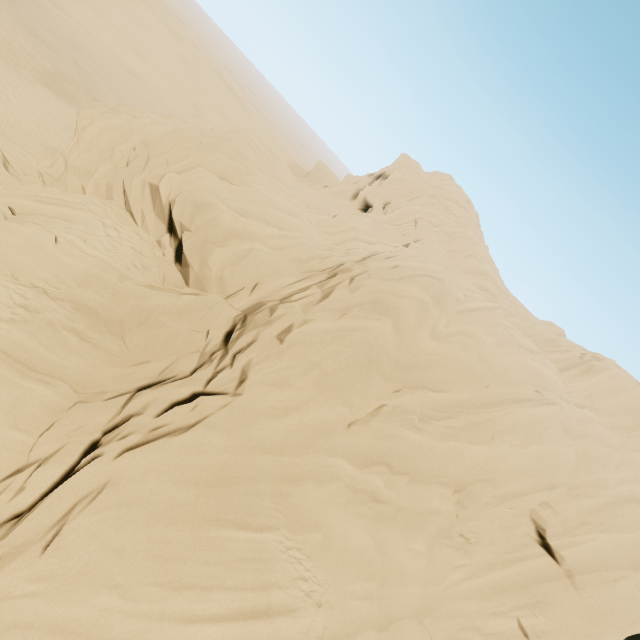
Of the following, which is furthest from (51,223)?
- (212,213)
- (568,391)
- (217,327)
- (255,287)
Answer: (568,391)
